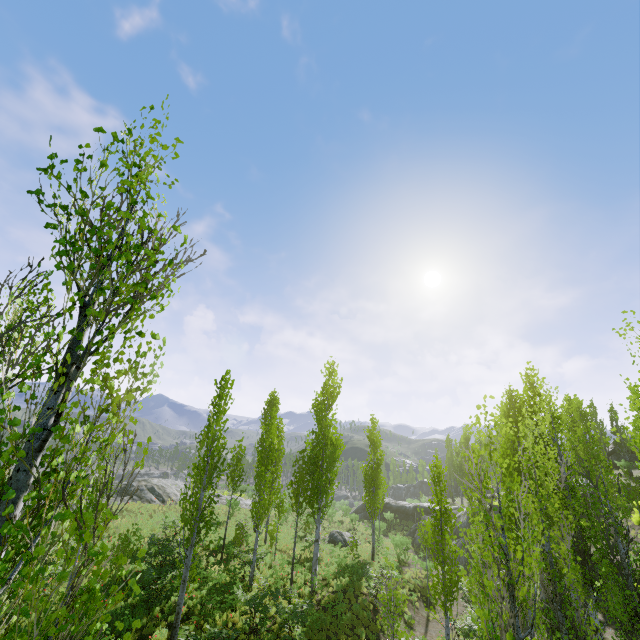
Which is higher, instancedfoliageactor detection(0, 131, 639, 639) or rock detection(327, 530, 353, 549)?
instancedfoliageactor detection(0, 131, 639, 639)

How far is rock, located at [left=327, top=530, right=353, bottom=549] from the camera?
26.1m

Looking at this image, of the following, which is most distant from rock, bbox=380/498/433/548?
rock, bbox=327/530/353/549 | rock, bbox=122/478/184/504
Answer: rock, bbox=122/478/184/504

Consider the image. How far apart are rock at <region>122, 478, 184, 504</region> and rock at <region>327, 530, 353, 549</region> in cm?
1654

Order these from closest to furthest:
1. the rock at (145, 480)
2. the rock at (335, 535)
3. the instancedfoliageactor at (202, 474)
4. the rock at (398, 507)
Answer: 1. the instancedfoliageactor at (202, 474)
2. the rock at (335, 535)
3. the rock at (145, 480)
4. the rock at (398, 507)

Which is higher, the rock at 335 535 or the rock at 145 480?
the rock at 145 480

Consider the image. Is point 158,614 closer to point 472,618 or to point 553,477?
point 472,618
